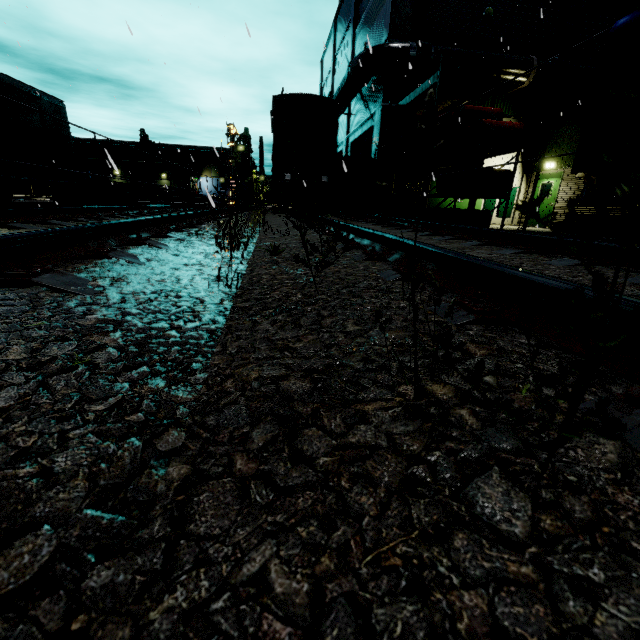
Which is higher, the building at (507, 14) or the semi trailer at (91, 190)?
the building at (507, 14)

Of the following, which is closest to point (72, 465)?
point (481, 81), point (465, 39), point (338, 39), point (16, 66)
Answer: point (481, 81)

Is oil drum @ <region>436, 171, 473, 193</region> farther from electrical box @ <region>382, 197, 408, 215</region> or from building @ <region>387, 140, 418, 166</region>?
building @ <region>387, 140, 418, 166</region>

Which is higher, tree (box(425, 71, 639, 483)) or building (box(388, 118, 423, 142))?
building (box(388, 118, 423, 142))

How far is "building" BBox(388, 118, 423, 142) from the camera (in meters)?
15.07

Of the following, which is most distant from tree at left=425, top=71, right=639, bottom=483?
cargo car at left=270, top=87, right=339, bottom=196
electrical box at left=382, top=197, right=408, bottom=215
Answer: electrical box at left=382, top=197, right=408, bottom=215

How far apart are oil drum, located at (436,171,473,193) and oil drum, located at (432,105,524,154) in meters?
0.4

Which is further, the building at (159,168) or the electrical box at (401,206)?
the building at (159,168)
